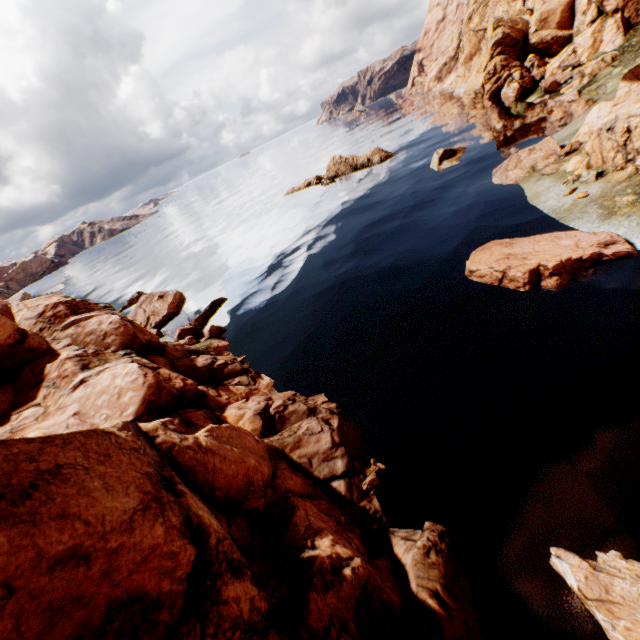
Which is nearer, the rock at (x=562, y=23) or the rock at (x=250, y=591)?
the rock at (x=250, y=591)

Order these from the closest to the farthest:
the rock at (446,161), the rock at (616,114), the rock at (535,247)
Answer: the rock at (535,247), the rock at (616,114), the rock at (446,161)

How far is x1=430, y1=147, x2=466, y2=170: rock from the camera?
28.1m

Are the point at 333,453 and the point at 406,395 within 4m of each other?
yes

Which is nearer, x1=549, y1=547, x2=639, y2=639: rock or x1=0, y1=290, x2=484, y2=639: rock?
x1=0, y1=290, x2=484, y2=639: rock

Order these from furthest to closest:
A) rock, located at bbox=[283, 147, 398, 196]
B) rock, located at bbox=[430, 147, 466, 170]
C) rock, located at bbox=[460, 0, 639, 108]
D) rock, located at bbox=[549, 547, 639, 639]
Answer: rock, located at bbox=[283, 147, 398, 196]
rock, located at bbox=[460, 0, 639, 108]
rock, located at bbox=[430, 147, 466, 170]
rock, located at bbox=[549, 547, 639, 639]

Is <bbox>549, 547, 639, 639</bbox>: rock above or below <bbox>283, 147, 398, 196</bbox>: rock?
below
